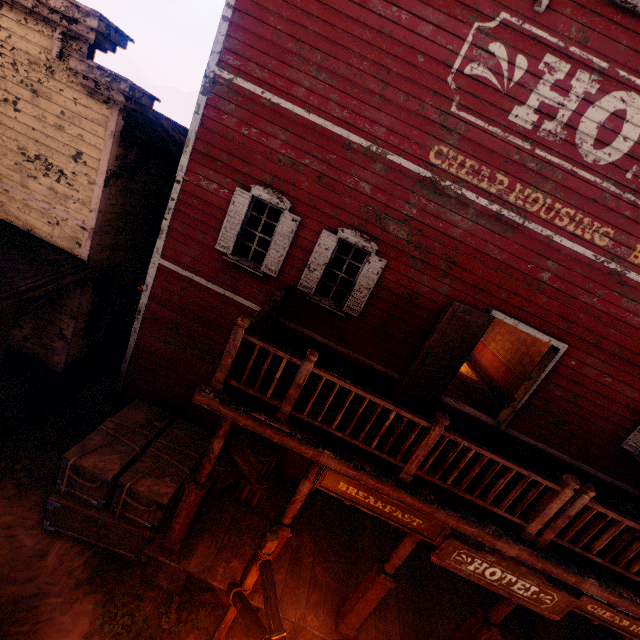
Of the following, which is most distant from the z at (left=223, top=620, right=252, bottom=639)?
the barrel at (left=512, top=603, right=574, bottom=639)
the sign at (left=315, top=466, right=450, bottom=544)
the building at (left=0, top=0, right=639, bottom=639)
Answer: the sign at (left=315, top=466, right=450, bottom=544)

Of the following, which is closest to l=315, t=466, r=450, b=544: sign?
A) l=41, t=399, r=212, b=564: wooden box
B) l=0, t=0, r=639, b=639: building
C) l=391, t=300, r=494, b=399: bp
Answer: l=0, t=0, r=639, b=639: building

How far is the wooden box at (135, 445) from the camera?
5.9 meters

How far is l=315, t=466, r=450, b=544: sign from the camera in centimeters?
445cm

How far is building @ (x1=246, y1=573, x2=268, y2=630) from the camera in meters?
5.8

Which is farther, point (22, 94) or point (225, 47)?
point (22, 94)

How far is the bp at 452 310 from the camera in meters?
5.9

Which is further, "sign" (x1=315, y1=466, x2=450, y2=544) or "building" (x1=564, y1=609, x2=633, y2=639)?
"building" (x1=564, y1=609, x2=633, y2=639)
